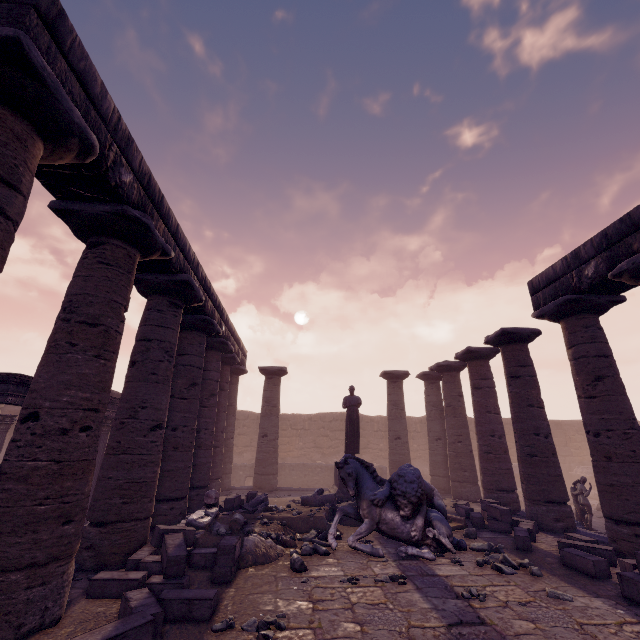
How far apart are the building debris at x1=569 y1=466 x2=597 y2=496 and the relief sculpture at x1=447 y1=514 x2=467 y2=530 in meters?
19.9 m

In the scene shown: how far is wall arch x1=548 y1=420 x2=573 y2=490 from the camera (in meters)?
23.50

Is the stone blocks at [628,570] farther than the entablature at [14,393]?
No

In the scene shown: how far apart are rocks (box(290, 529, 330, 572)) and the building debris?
24.2 meters

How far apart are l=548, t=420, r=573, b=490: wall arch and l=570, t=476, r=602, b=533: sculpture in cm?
1337

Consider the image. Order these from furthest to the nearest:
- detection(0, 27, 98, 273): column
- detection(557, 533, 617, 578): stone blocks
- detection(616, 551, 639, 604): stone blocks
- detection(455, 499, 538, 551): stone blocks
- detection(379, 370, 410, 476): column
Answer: detection(379, 370, 410, 476): column → detection(455, 499, 538, 551): stone blocks → detection(557, 533, 617, 578): stone blocks → detection(616, 551, 639, 604): stone blocks → detection(0, 27, 98, 273): column

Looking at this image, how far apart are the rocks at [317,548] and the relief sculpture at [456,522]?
3.17m

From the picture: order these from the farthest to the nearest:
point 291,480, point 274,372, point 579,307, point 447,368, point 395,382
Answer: point 291,480, point 395,382, point 274,372, point 447,368, point 579,307
